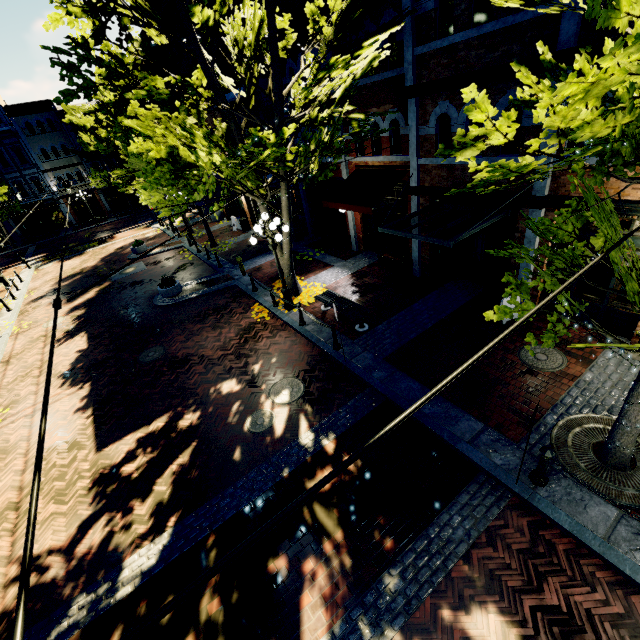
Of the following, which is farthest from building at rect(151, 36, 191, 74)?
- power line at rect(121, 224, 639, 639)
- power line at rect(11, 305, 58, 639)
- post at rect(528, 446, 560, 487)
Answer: post at rect(528, 446, 560, 487)

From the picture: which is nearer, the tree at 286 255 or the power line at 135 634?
the power line at 135 634

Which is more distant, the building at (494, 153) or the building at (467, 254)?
the building at (494, 153)

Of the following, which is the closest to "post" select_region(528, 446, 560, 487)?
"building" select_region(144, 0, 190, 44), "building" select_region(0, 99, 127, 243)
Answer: "building" select_region(144, 0, 190, 44)

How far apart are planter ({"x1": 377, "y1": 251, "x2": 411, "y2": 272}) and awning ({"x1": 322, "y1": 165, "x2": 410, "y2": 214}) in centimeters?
216cm

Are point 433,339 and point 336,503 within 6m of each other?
yes

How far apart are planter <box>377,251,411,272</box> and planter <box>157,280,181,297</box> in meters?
9.4

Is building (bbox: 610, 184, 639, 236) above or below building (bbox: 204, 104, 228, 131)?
below
